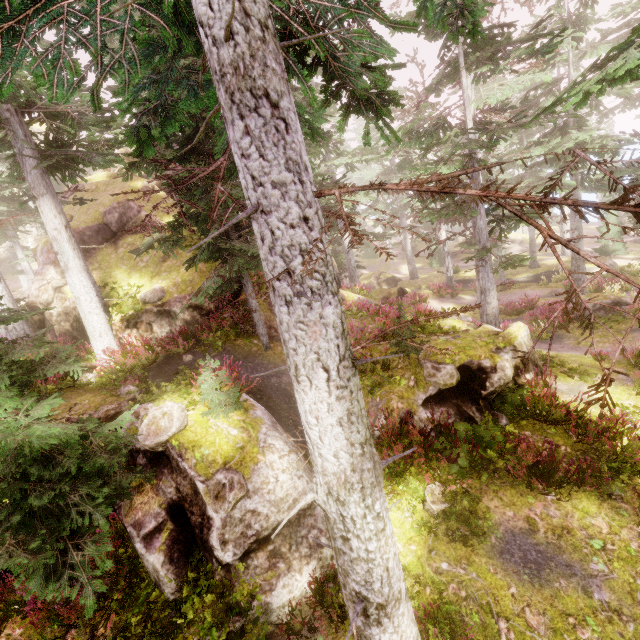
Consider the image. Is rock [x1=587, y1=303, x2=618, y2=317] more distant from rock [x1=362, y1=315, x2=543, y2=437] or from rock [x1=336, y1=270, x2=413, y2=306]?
rock [x1=336, y1=270, x2=413, y2=306]

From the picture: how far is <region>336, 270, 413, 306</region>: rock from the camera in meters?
20.0

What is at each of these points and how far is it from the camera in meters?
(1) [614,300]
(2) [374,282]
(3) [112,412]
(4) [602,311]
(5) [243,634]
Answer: (1) rock, 16.3 m
(2) rock, 39.2 m
(3) rock, 8.5 m
(4) rock, 16.4 m
(5) instancedfoliageactor, 5.1 m

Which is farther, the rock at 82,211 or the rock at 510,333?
the rock at 82,211

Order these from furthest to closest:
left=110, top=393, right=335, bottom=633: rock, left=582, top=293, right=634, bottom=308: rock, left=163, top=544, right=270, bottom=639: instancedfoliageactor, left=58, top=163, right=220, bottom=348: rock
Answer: left=582, top=293, right=634, bottom=308: rock < left=58, top=163, right=220, bottom=348: rock < left=110, top=393, right=335, bottom=633: rock < left=163, top=544, right=270, bottom=639: instancedfoliageactor

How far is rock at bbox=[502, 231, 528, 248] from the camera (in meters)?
45.66

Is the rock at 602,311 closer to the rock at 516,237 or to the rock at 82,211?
the rock at 82,211

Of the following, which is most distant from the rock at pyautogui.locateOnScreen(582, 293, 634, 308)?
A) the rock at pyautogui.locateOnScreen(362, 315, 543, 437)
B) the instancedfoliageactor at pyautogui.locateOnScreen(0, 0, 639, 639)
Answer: the rock at pyautogui.locateOnScreen(362, 315, 543, 437)
